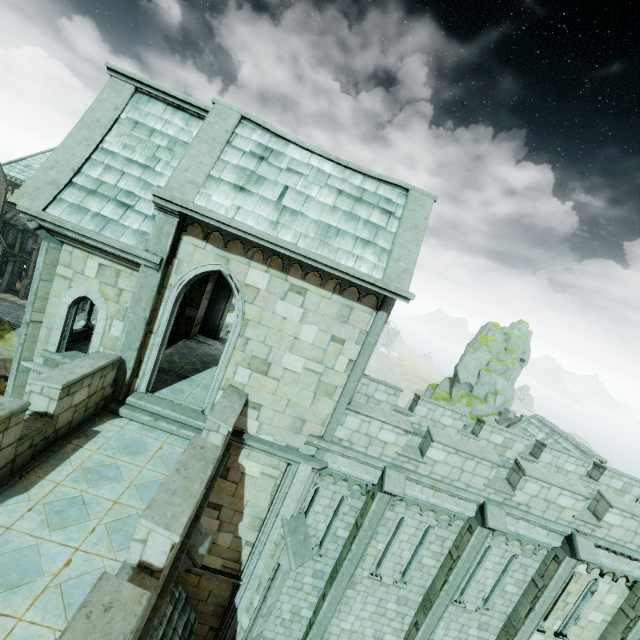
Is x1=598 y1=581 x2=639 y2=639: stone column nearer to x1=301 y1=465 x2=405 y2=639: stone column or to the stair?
x1=301 y1=465 x2=405 y2=639: stone column

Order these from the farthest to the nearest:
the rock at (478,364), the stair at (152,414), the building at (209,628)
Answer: the rock at (478,364) < the stair at (152,414) < the building at (209,628)

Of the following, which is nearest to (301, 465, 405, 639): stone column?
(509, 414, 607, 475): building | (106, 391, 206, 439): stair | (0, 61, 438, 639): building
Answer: (0, 61, 438, 639): building

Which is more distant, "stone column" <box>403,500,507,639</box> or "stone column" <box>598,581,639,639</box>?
"stone column" <box>598,581,639,639</box>

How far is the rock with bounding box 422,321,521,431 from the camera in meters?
46.0

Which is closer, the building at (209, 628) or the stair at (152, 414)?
the building at (209, 628)

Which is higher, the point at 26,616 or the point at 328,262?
the point at 328,262

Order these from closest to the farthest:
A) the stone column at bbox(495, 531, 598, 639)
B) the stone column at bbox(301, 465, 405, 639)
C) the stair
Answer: the stair, the stone column at bbox(301, 465, 405, 639), the stone column at bbox(495, 531, 598, 639)
